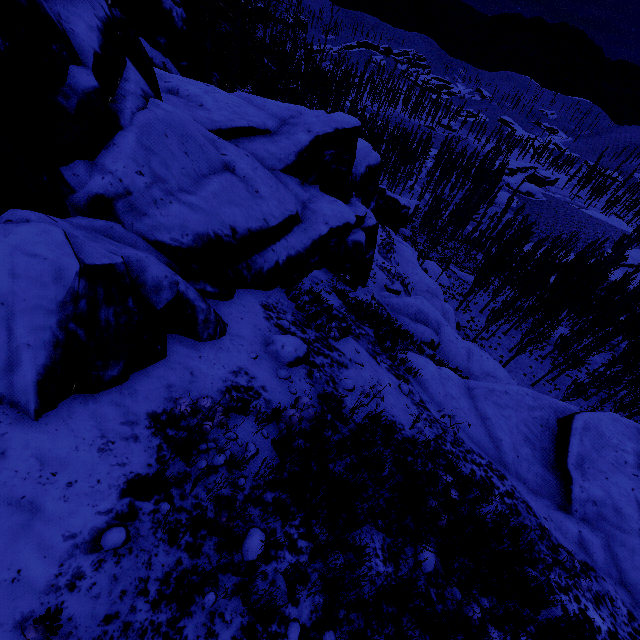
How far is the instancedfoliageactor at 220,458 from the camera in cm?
415

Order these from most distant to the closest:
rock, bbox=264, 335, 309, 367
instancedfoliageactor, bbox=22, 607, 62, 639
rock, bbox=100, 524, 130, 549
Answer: rock, bbox=264, 335, 309, 367 < rock, bbox=100, 524, 130, 549 < instancedfoliageactor, bbox=22, 607, 62, 639

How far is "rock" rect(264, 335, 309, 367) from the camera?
6.8 meters

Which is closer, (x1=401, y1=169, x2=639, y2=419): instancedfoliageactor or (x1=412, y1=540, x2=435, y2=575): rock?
(x1=412, y1=540, x2=435, y2=575): rock

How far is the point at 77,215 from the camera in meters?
5.3 m

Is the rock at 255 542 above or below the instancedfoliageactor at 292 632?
above
